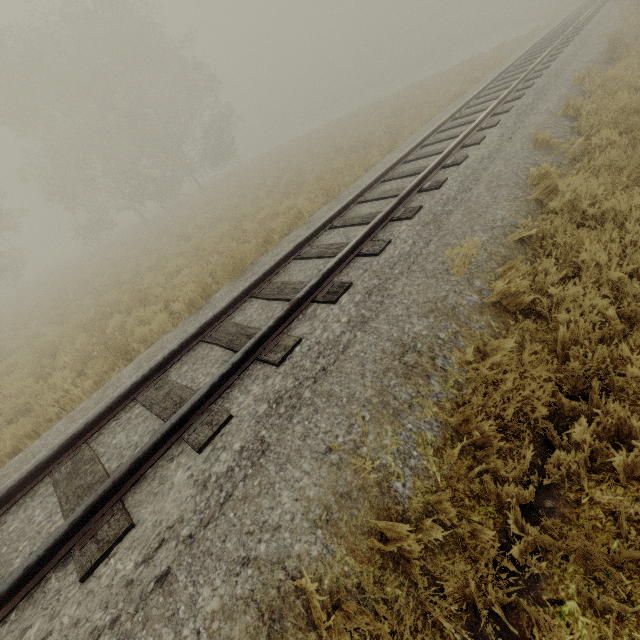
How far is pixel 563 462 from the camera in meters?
2.4
